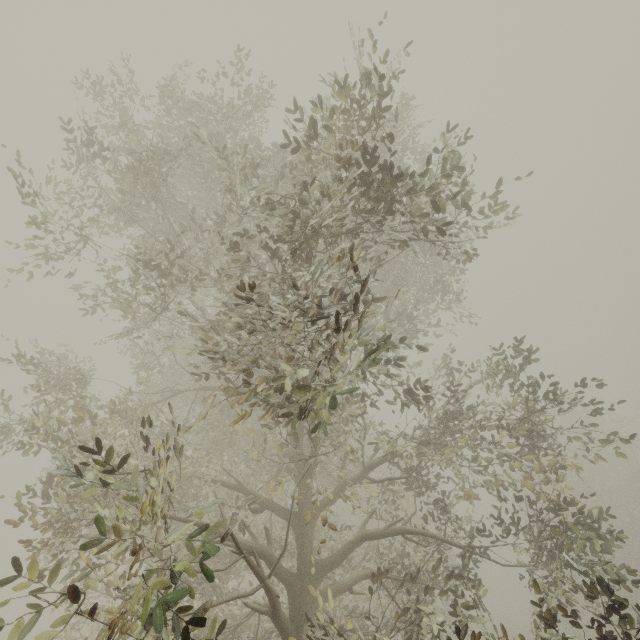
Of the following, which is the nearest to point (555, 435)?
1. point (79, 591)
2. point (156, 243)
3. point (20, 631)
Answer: point (79, 591)
